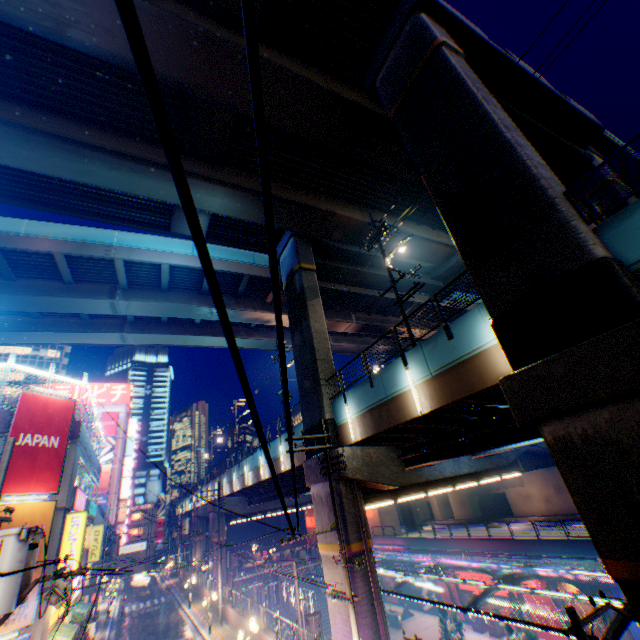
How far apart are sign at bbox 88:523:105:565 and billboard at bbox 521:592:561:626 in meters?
35.0

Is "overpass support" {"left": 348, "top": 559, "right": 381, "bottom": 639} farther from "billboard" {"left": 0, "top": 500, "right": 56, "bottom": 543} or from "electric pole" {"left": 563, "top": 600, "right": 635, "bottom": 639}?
"billboard" {"left": 0, "top": 500, "right": 56, "bottom": 543}

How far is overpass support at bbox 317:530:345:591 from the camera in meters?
15.1 m

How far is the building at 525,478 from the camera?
43.9m

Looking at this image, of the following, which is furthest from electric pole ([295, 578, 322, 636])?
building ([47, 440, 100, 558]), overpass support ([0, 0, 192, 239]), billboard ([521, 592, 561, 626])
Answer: billboard ([521, 592, 561, 626])

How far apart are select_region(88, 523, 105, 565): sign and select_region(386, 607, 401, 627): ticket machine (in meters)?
29.54

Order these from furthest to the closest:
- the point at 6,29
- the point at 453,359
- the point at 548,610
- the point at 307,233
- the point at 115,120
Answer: the point at 548,610 < the point at 307,233 < the point at 115,120 < the point at 6,29 < the point at 453,359

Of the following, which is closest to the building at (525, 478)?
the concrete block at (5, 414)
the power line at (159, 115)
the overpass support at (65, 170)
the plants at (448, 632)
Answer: the overpass support at (65, 170)
